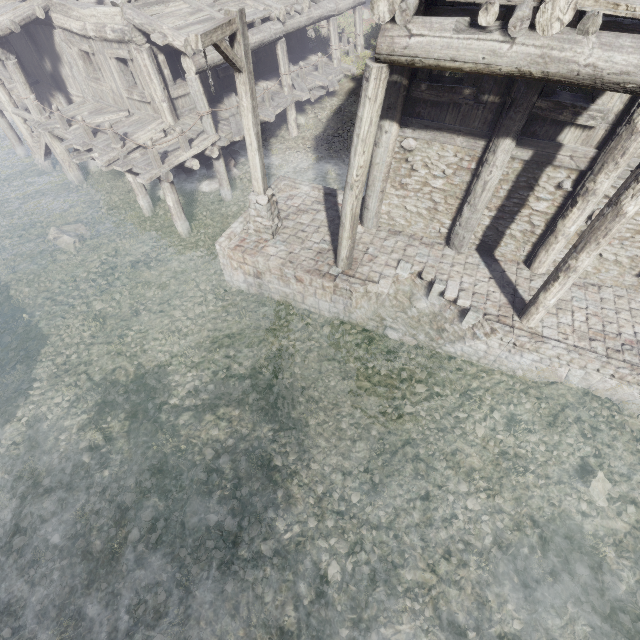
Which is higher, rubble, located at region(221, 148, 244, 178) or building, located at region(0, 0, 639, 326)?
building, located at region(0, 0, 639, 326)

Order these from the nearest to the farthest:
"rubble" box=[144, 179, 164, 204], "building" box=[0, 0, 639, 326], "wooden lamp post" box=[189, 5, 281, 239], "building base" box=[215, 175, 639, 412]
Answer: "building" box=[0, 0, 639, 326] → "wooden lamp post" box=[189, 5, 281, 239] → "building base" box=[215, 175, 639, 412] → "rubble" box=[144, 179, 164, 204]

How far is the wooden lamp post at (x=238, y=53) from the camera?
5.4 meters

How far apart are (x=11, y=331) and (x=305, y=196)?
9.8m

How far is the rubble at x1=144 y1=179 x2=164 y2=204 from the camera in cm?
1320

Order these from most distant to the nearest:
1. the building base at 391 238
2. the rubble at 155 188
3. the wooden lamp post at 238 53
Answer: the rubble at 155 188 < the building base at 391 238 < the wooden lamp post at 238 53

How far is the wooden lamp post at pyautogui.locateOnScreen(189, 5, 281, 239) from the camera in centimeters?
541cm

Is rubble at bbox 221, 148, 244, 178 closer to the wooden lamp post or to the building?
the building
